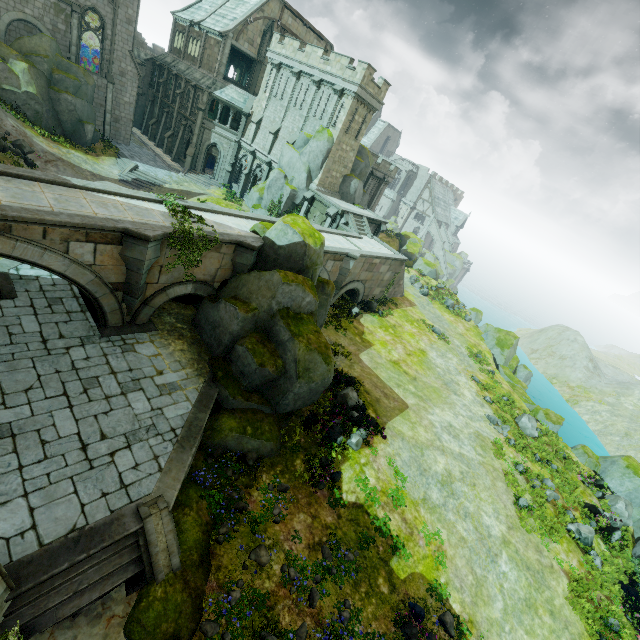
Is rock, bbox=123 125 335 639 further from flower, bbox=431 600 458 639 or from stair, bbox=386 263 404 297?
stair, bbox=386 263 404 297

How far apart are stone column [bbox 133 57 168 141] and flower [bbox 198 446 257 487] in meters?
49.6 m

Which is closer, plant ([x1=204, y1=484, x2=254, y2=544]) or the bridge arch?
plant ([x1=204, y1=484, x2=254, y2=544])

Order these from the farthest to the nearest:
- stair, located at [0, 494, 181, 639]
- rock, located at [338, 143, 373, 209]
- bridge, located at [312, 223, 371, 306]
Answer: rock, located at [338, 143, 373, 209] < bridge, located at [312, 223, 371, 306] < stair, located at [0, 494, 181, 639]

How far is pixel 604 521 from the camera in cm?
1825

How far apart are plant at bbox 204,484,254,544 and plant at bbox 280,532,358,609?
1.5m

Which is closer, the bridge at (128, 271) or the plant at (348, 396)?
the bridge at (128, 271)

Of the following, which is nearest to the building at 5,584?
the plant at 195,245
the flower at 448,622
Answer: the plant at 195,245
